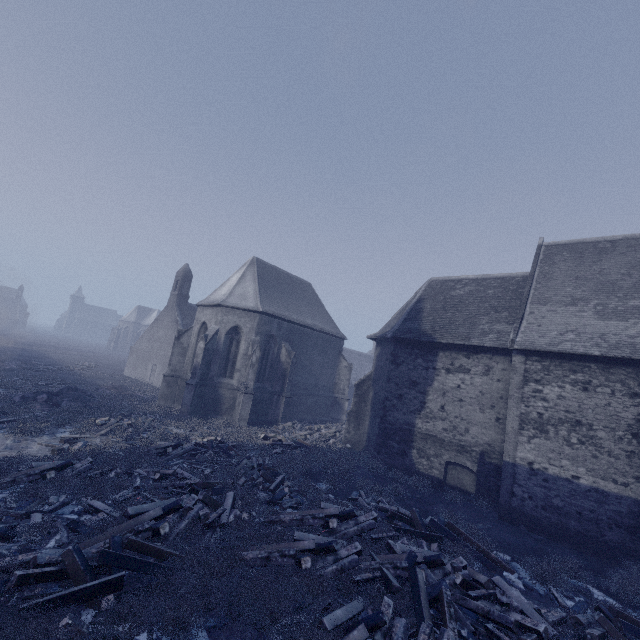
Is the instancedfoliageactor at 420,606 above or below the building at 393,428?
below

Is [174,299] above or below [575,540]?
above

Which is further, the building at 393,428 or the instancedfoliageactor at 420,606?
the building at 393,428

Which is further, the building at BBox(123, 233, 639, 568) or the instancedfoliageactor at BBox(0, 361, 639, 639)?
the building at BBox(123, 233, 639, 568)

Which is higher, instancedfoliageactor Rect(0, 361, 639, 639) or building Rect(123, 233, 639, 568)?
building Rect(123, 233, 639, 568)
